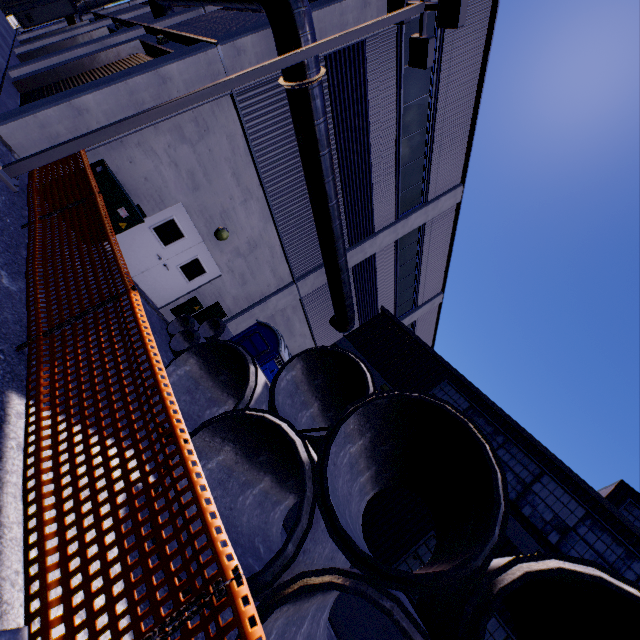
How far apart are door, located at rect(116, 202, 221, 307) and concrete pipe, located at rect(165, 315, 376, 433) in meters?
4.9

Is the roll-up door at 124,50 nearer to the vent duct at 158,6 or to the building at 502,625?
the building at 502,625

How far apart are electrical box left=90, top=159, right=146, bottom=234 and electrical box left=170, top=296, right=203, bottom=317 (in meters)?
3.98

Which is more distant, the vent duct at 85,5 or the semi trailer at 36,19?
the vent duct at 85,5

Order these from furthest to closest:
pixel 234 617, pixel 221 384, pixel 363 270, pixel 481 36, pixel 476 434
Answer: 1. pixel 363 270
2. pixel 481 36
3. pixel 221 384
4. pixel 476 434
5. pixel 234 617

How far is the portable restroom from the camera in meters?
9.0

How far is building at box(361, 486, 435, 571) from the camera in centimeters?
880cm
